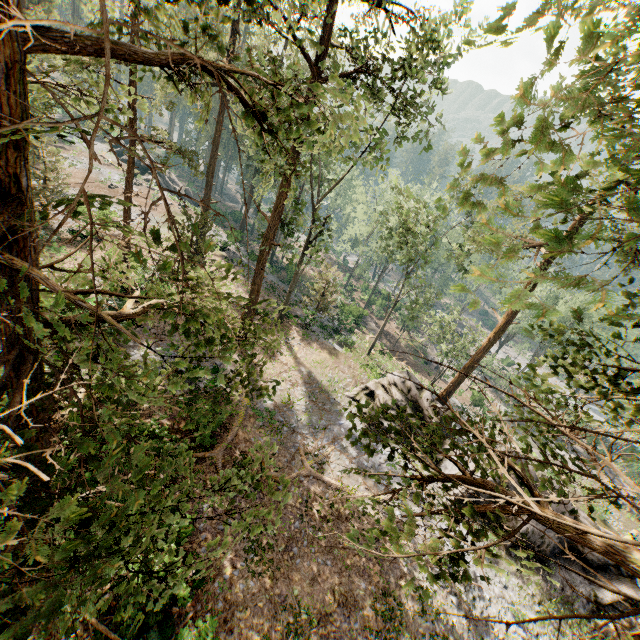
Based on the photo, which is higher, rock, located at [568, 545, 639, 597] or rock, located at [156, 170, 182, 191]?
rock, located at [568, 545, 639, 597]

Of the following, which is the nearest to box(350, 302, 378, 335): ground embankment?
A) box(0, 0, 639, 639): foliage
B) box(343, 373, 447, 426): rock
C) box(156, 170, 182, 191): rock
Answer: box(0, 0, 639, 639): foliage

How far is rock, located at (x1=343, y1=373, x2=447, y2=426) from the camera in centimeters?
2106cm

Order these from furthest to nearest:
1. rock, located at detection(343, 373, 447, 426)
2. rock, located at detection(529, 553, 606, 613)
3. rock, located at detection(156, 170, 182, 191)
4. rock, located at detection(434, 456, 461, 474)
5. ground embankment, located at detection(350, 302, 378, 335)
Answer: rock, located at detection(156, 170, 182, 191)
ground embankment, located at detection(350, 302, 378, 335)
rock, located at detection(343, 373, 447, 426)
rock, located at detection(434, 456, 461, 474)
rock, located at detection(529, 553, 606, 613)

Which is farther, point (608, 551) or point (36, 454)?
point (608, 551)

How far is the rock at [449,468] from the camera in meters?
19.3 m

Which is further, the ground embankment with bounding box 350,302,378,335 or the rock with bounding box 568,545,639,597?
the ground embankment with bounding box 350,302,378,335

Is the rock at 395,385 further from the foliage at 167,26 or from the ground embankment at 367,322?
the ground embankment at 367,322
